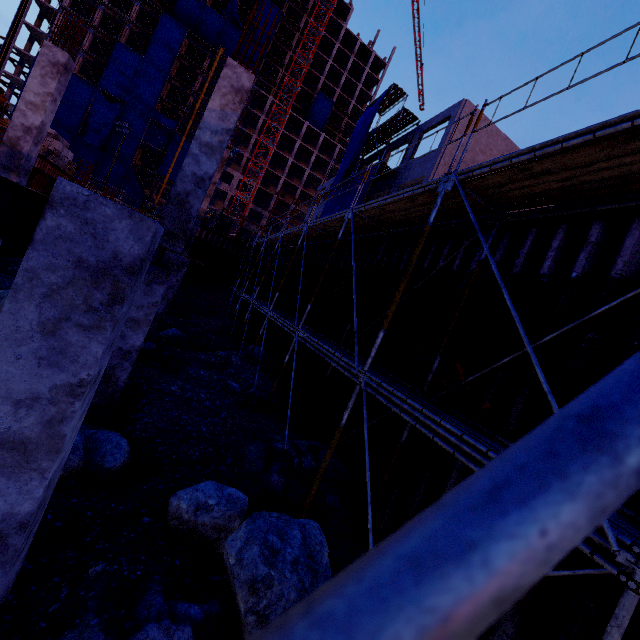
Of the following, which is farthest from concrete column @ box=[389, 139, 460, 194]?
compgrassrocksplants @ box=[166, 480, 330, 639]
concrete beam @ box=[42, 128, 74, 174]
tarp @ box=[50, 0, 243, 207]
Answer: tarp @ box=[50, 0, 243, 207]

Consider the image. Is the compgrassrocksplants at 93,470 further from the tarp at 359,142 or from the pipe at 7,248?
the tarp at 359,142

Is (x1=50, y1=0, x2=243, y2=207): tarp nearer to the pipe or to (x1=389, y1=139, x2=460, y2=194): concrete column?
the pipe

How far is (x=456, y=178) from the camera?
5.51m

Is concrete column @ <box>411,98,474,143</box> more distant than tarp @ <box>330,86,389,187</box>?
No

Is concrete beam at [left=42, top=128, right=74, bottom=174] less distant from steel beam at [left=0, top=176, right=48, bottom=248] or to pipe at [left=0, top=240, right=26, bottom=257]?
pipe at [left=0, top=240, right=26, bottom=257]

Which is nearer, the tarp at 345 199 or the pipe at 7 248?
the pipe at 7 248

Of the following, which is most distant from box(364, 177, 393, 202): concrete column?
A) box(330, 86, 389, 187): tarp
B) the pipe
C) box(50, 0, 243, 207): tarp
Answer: box(50, 0, 243, 207): tarp
